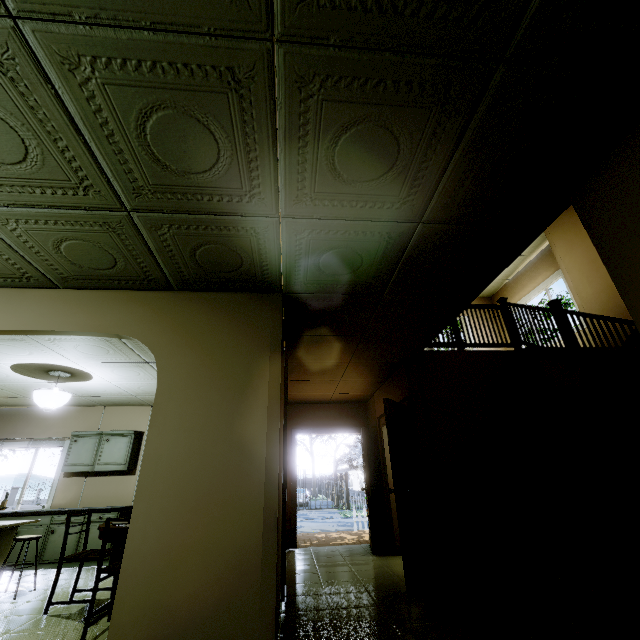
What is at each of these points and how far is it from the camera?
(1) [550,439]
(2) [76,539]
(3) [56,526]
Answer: (1) bookshelf, 4.4 meters
(2) kitchen cabinet, 5.6 meters
(3) kitchen cabinet, 5.6 meters

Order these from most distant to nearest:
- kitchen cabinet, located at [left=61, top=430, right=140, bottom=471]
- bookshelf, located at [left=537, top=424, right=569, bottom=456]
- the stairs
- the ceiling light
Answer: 1. kitchen cabinet, located at [left=61, top=430, right=140, bottom=471]
2. the ceiling light
3. bookshelf, located at [left=537, top=424, right=569, bottom=456]
4. the stairs

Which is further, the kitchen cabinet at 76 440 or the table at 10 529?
the kitchen cabinet at 76 440

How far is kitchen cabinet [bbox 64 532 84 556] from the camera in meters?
5.5 m

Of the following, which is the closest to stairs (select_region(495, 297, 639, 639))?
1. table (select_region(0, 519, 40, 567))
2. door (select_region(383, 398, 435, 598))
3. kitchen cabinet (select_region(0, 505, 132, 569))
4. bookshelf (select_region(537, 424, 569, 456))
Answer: bookshelf (select_region(537, 424, 569, 456))

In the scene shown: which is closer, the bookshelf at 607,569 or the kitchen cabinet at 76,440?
the bookshelf at 607,569

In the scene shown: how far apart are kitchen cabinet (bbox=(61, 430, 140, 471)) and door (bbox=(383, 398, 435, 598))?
5.3 meters

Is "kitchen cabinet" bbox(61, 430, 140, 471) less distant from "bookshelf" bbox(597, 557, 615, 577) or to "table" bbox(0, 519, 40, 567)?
"table" bbox(0, 519, 40, 567)
